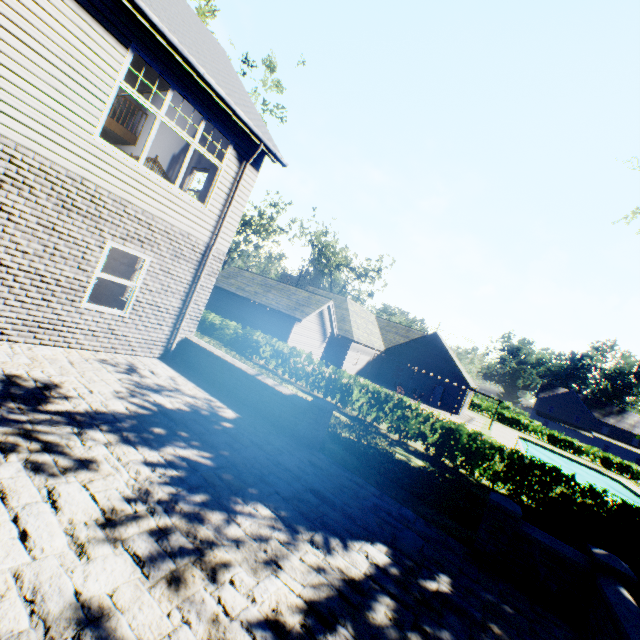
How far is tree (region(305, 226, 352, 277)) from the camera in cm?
5272

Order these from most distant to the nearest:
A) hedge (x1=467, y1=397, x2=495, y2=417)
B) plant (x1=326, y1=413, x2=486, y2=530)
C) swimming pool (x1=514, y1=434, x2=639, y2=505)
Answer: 1. hedge (x1=467, y1=397, x2=495, y2=417)
2. swimming pool (x1=514, y1=434, x2=639, y2=505)
3. plant (x1=326, y1=413, x2=486, y2=530)

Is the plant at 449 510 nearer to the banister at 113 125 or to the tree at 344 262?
the tree at 344 262

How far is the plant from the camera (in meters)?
7.17

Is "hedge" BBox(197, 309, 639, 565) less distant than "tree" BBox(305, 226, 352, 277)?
Yes

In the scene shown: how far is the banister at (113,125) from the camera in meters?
12.6 m

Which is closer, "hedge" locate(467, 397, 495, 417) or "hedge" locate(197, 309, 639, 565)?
"hedge" locate(197, 309, 639, 565)

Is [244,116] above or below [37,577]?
above
